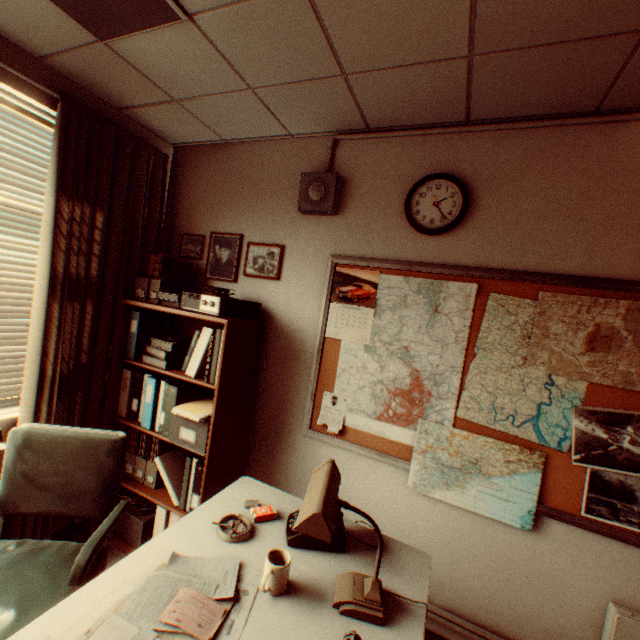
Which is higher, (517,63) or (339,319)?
(517,63)

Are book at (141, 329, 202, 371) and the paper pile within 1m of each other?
yes

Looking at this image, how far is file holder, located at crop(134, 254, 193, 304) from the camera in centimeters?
267cm

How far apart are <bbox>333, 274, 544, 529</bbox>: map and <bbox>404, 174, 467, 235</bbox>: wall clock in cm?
32

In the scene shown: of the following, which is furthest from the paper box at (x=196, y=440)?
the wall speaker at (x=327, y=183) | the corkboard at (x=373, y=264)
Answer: the wall speaker at (x=327, y=183)

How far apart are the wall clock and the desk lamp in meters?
1.6 m

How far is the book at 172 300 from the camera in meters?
2.5 m

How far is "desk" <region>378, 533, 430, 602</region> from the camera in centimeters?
143cm
